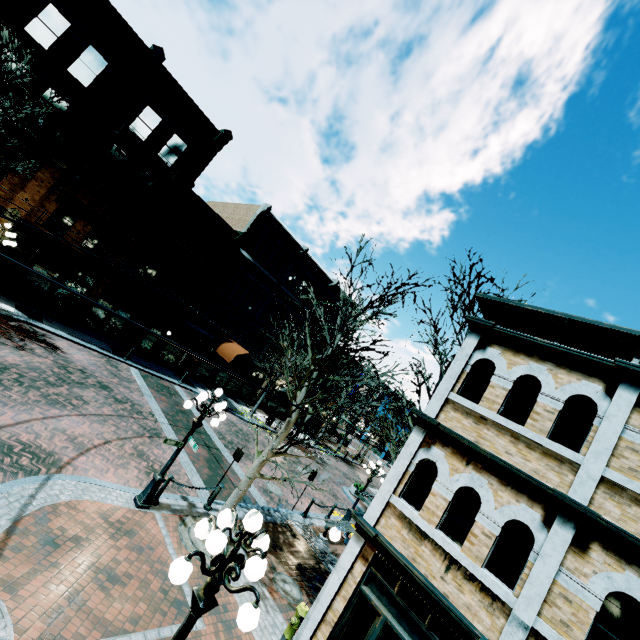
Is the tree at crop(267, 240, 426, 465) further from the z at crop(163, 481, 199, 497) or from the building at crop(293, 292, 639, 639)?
the building at crop(293, 292, 639, 639)

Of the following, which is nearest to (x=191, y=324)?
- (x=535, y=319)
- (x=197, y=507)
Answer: (x=197, y=507)

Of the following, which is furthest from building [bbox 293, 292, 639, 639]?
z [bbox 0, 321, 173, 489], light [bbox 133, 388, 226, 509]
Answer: light [bbox 133, 388, 226, 509]

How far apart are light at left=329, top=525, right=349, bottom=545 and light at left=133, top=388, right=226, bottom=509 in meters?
3.9

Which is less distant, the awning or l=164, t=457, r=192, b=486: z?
l=164, t=457, r=192, b=486: z

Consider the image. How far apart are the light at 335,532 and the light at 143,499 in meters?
3.9 m

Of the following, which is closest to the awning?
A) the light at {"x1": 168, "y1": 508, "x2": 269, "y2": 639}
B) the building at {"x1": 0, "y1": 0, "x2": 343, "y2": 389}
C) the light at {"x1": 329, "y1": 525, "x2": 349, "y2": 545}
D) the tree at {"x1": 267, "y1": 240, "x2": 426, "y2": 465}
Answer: the building at {"x1": 0, "y1": 0, "x2": 343, "y2": 389}

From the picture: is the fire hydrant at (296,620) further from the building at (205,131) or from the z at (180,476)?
the z at (180,476)
